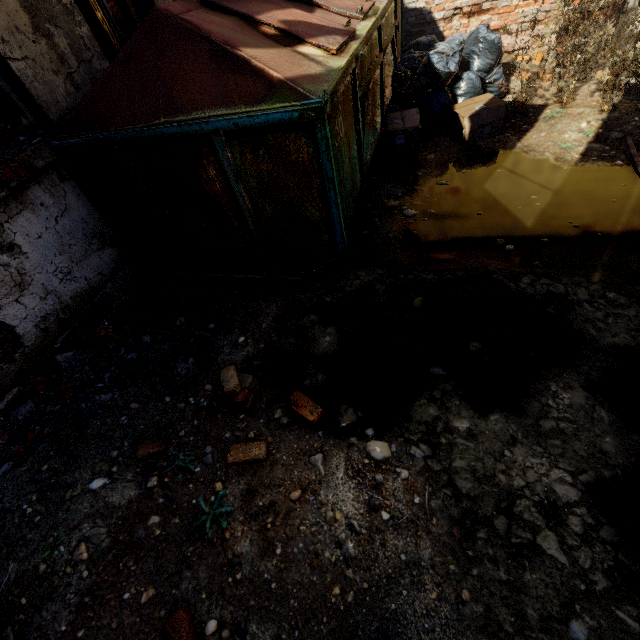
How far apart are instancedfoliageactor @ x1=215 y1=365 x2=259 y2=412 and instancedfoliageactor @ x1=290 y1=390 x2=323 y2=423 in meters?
0.3

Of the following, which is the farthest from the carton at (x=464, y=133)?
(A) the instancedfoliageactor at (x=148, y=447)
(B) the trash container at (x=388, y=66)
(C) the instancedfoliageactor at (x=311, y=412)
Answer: (A) the instancedfoliageactor at (x=148, y=447)

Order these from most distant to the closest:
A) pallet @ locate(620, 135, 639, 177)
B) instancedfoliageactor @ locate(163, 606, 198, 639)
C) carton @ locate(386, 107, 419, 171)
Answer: carton @ locate(386, 107, 419, 171), pallet @ locate(620, 135, 639, 177), instancedfoliageactor @ locate(163, 606, 198, 639)

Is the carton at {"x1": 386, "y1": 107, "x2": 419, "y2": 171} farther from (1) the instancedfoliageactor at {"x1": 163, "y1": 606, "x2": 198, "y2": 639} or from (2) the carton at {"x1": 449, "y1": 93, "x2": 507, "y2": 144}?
(1) the instancedfoliageactor at {"x1": 163, "y1": 606, "x2": 198, "y2": 639}

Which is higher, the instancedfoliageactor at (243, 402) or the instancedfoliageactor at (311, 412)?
the instancedfoliageactor at (243, 402)

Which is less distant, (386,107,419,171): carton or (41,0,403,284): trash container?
(41,0,403,284): trash container

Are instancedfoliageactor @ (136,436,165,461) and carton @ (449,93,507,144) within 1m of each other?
no

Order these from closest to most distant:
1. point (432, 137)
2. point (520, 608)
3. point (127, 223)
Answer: point (520, 608) < point (127, 223) < point (432, 137)
